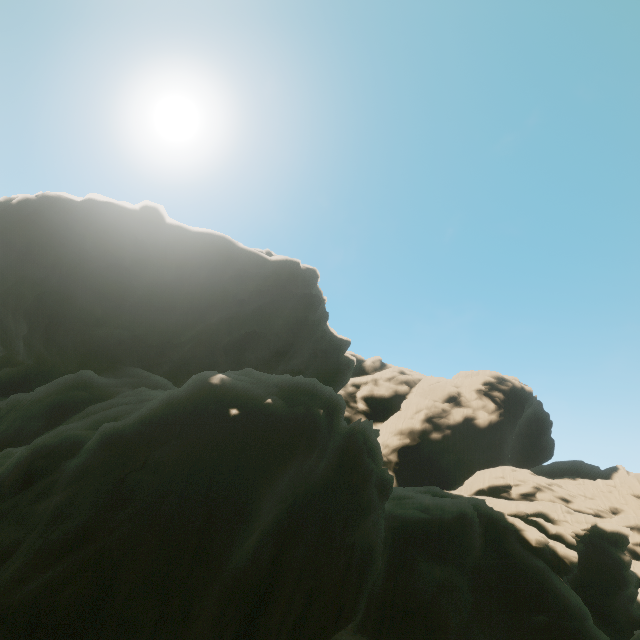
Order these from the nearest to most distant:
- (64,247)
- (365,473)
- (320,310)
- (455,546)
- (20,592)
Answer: (20,592), (365,473), (455,546), (64,247), (320,310)
